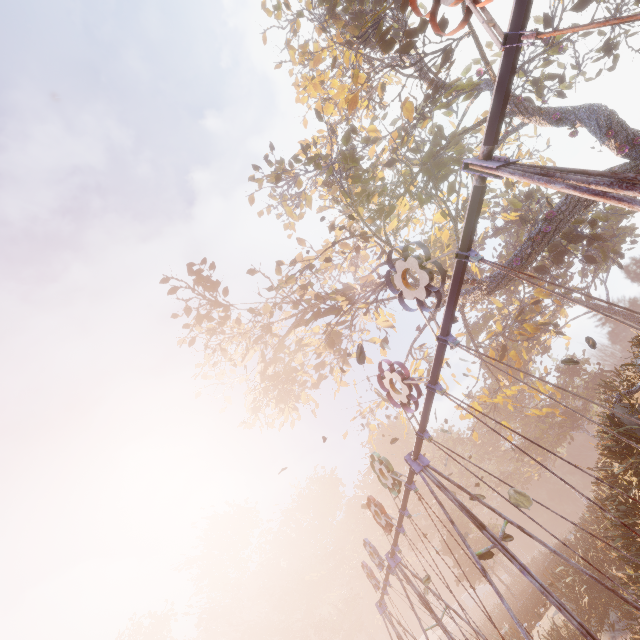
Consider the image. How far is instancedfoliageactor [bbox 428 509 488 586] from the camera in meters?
31.6 m

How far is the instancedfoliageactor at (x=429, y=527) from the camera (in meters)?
44.35

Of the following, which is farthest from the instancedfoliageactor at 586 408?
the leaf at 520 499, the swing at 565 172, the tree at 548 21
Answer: the leaf at 520 499

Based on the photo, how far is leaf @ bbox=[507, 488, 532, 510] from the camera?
4.7m

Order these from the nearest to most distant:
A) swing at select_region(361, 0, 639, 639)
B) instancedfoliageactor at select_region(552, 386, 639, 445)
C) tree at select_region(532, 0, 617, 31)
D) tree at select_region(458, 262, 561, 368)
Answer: swing at select_region(361, 0, 639, 639) → instancedfoliageactor at select_region(552, 386, 639, 445) → tree at select_region(458, 262, 561, 368) → tree at select_region(532, 0, 617, 31)

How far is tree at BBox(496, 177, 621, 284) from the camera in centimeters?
1413cm

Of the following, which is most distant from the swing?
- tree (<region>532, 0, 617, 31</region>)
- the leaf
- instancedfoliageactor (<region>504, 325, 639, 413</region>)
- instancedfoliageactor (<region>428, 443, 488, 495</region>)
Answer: tree (<region>532, 0, 617, 31</region>)

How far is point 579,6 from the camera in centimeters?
1770cm
